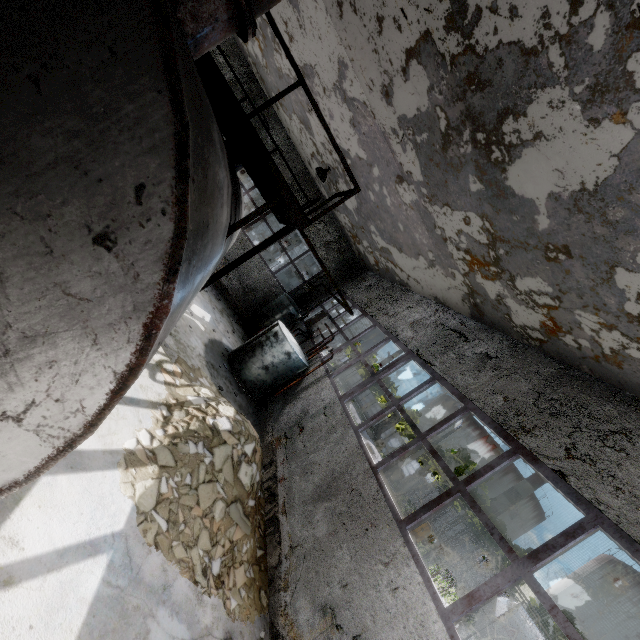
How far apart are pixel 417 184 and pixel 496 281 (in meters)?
2.72

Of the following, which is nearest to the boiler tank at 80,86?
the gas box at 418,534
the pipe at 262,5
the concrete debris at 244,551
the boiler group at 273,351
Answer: the concrete debris at 244,551

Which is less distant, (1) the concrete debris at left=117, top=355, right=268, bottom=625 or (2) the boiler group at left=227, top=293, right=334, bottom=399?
(1) the concrete debris at left=117, top=355, right=268, bottom=625

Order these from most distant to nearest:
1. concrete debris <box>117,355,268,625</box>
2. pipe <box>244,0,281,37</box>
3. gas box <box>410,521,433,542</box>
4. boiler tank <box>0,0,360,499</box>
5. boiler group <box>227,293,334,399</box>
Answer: gas box <box>410,521,433,542</box>, boiler group <box>227,293,334,399</box>, concrete debris <box>117,355,268,625</box>, pipe <box>244,0,281,37</box>, boiler tank <box>0,0,360,499</box>

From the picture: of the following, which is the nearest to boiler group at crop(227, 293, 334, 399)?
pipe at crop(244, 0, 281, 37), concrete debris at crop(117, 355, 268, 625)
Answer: Result: concrete debris at crop(117, 355, 268, 625)

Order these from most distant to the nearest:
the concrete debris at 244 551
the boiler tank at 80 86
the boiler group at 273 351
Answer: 1. the boiler group at 273 351
2. the concrete debris at 244 551
3. the boiler tank at 80 86

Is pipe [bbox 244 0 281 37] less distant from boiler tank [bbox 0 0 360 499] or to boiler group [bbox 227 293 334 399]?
boiler tank [bbox 0 0 360 499]

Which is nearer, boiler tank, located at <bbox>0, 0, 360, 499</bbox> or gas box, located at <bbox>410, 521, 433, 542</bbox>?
boiler tank, located at <bbox>0, 0, 360, 499</bbox>
